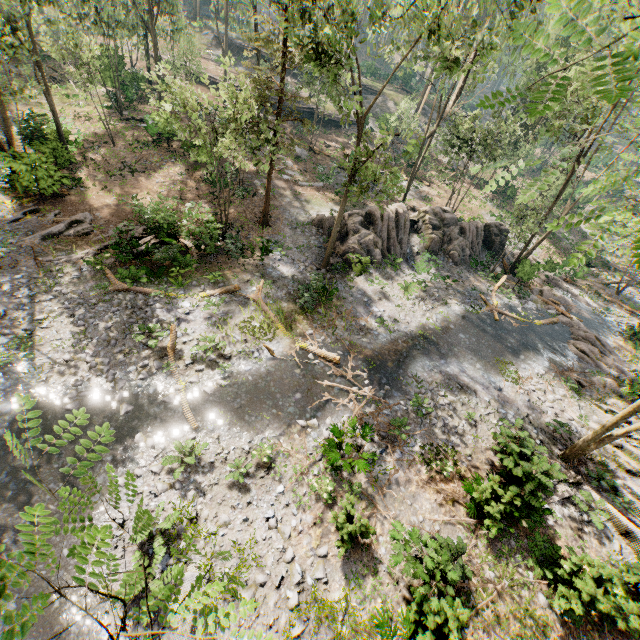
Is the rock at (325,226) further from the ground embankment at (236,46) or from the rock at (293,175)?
the ground embankment at (236,46)

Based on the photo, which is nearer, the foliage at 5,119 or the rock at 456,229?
the foliage at 5,119

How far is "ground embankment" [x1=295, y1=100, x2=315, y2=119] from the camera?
41.4m

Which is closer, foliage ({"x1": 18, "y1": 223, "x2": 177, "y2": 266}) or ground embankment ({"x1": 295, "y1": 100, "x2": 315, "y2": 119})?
foliage ({"x1": 18, "y1": 223, "x2": 177, "y2": 266})

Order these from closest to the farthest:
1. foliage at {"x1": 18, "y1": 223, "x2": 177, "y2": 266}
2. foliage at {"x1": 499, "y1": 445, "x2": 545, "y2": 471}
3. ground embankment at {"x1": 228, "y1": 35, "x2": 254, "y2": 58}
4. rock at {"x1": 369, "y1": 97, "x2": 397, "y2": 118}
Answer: foliage at {"x1": 499, "y1": 445, "x2": 545, "y2": 471} < foliage at {"x1": 18, "y1": 223, "x2": 177, "y2": 266} < rock at {"x1": 369, "y1": 97, "x2": 397, "y2": 118} < ground embankment at {"x1": 228, "y1": 35, "x2": 254, "y2": 58}

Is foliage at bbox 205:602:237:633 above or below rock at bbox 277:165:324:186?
above

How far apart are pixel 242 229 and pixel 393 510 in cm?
1911

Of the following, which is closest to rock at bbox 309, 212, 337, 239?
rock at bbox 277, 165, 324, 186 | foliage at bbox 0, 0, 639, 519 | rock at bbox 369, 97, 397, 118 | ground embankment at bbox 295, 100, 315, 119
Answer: foliage at bbox 0, 0, 639, 519
